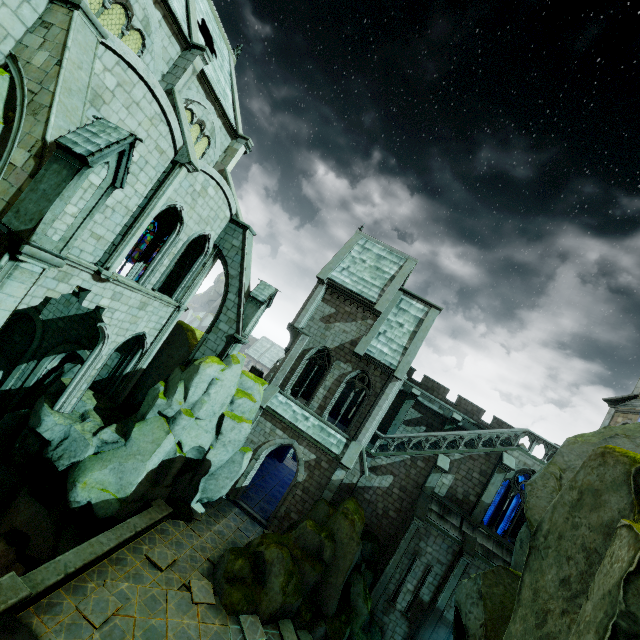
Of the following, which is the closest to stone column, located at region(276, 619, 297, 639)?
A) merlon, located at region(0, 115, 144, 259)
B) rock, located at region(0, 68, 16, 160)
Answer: rock, located at region(0, 68, 16, 160)

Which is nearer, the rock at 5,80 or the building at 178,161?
the rock at 5,80

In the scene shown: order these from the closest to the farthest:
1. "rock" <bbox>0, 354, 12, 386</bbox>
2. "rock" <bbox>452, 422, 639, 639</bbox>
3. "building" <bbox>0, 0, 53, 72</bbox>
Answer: "rock" <bbox>452, 422, 639, 639</bbox> → "building" <bbox>0, 0, 53, 72</bbox> → "rock" <bbox>0, 354, 12, 386</bbox>

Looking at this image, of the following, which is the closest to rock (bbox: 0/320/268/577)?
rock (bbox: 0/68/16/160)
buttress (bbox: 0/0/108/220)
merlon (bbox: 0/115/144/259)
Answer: rock (bbox: 0/68/16/160)

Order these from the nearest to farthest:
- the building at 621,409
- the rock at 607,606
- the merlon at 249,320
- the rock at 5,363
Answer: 1. the rock at 607,606
2. the merlon at 249,320
3. the rock at 5,363
4. the building at 621,409

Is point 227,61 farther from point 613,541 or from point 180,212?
point 613,541

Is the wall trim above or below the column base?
below

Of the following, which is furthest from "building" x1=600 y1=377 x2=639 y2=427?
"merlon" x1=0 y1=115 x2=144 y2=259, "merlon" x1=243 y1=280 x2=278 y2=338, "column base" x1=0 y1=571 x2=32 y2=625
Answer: "column base" x1=0 y1=571 x2=32 y2=625
